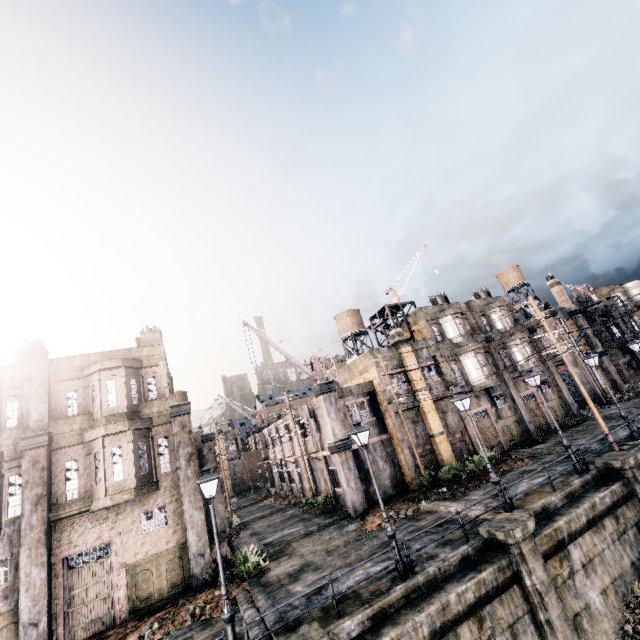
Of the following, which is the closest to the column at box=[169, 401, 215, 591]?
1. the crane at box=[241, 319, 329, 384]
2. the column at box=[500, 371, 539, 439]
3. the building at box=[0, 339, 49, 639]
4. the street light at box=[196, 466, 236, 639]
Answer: the crane at box=[241, 319, 329, 384]

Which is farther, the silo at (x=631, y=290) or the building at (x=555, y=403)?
the silo at (x=631, y=290)

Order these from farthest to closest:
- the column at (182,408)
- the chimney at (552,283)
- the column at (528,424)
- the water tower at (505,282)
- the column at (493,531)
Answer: the water tower at (505,282) → the chimney at (552,283) → the column at (528,424) → the column at (182,408) → the column at (493,531)

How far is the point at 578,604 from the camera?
12.41m

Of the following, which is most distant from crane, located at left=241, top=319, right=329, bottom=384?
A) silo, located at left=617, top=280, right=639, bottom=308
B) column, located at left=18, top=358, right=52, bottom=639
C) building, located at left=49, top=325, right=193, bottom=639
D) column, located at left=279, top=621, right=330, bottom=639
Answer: silo, located at left=617, top=280, right=639, bottom=308

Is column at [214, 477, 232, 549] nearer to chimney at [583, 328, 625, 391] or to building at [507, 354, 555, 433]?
A: building at [507, 354, 555, 433]

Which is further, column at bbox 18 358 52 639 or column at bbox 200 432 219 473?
column at bbox 200 432 219 473

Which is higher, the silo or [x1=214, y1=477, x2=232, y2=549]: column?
the silo
